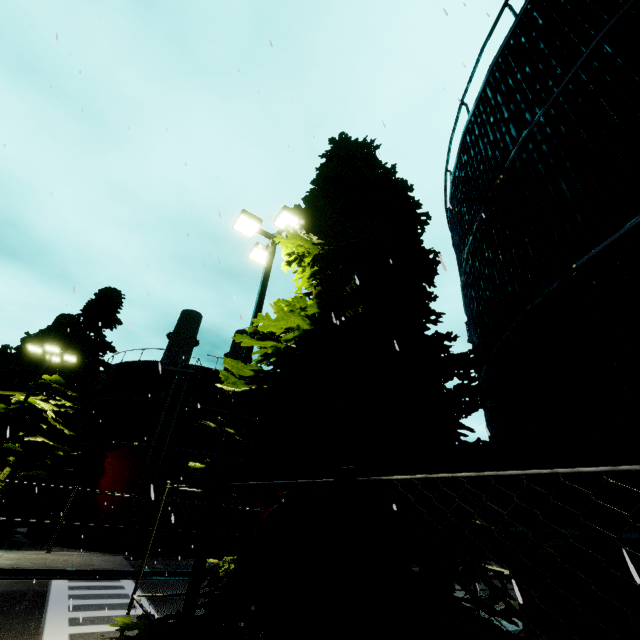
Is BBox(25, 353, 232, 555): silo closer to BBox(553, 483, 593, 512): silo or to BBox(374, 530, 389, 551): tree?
BBox(553, 483, 593, 512): silo

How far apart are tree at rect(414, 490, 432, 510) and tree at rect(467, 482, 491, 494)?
0.5m

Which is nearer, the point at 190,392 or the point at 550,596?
the point at 550,596

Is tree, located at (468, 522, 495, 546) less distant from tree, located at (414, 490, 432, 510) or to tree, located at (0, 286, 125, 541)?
tree, located at (414, 490, 432, 510)

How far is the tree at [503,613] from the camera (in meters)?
4.07

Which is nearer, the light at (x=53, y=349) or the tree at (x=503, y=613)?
the tree at (x=503, y=613)

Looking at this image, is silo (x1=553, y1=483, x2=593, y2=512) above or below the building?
below

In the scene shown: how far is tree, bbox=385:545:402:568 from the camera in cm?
379
